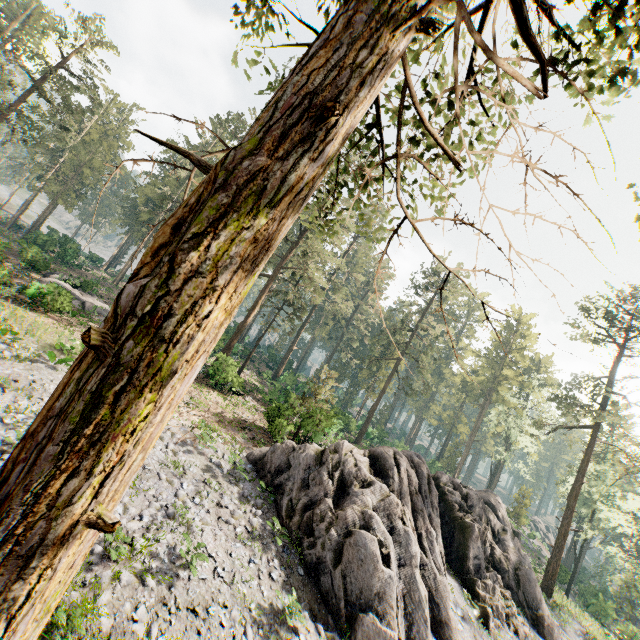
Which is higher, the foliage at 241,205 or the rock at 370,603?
the foliage at 241,205

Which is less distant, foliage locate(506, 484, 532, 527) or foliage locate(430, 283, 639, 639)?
foliage locate(430, 283, 639, 639)

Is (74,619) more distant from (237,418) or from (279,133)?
(237,418)

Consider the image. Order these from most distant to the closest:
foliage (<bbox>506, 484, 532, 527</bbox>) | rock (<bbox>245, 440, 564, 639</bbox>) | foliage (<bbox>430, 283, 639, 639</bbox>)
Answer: foliage (<bbox>506, 484, 532, 527</bbox>)
foliage (<bbox>430, 283, 639, 639</bbox>)
rock (<bbox>245, 440, 564, 639</bbox>)

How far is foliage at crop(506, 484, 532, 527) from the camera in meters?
43.2

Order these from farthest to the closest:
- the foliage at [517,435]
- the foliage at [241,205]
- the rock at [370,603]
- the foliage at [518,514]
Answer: the foliage at [518,514], the foliage at [517,435], the rock at [370,603], the foliage at [241,205]

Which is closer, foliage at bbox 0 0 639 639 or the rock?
foliage at bbox 0 0 639 639

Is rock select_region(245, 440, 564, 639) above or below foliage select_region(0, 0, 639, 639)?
below
